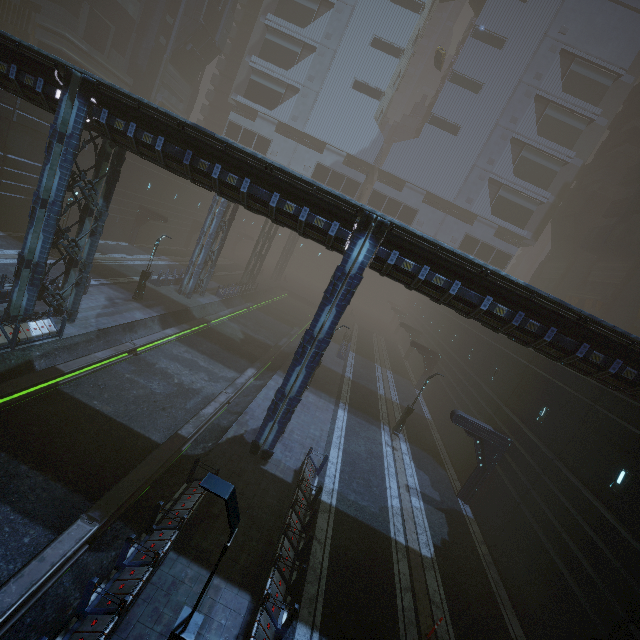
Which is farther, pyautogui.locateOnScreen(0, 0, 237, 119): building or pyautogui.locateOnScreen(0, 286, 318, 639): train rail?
pyautogui.locateOnScreen(0, 0, 237, 119): building

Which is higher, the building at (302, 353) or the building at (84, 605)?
the building at (302, 353)

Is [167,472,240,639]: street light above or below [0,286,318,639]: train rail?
above

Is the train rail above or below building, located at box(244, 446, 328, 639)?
below

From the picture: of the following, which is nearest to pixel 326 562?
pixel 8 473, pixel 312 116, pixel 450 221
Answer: pixel 8 473

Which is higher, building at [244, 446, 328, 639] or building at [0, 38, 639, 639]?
building at [0, 38, 639, 639]

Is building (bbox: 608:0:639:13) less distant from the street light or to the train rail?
the train rail

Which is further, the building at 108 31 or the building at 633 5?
the building at 633 5
